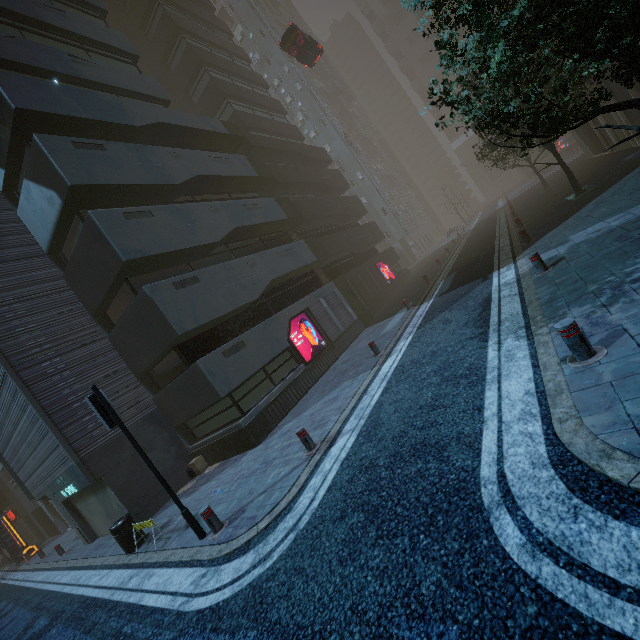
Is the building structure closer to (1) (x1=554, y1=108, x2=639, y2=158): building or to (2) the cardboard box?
(1) (x1=554, y1=108, x2=639, y2=158): building

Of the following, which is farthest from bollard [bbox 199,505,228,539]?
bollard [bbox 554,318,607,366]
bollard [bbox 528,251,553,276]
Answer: bollard [bbox 528,251,553,276]

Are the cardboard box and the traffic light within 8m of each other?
yes

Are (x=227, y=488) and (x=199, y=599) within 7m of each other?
yes

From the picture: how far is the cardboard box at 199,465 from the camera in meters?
12.2 m

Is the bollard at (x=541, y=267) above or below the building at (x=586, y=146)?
below

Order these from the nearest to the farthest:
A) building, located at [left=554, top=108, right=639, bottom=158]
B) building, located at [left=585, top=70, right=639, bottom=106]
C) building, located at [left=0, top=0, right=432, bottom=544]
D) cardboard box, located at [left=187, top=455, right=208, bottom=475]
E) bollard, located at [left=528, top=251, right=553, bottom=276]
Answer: bollard, located at [left=528, top=251, right=553, bottom=276]
building, located at [left=0, top=0, right=432, bottom=544]
cardboard box, located at [left=187, top=455, right=208, bottom=475]
building, located at [left=585, top=70, right=639, bottom=106]
building, located at [left=554, top=108, right=639, bottom=158]

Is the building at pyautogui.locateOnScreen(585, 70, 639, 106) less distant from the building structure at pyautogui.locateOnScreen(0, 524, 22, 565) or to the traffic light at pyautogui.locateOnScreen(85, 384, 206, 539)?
the building structure at pyautogui.locateOnScreen(0, 524, 22, 565)
